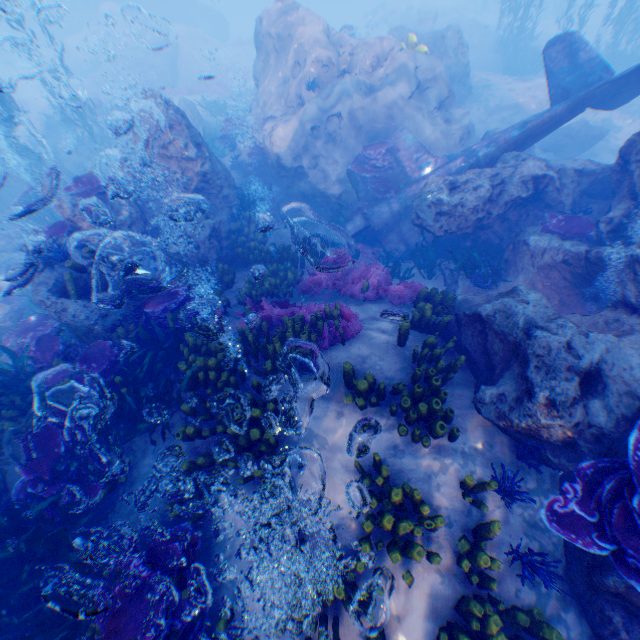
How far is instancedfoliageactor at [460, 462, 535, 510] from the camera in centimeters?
434cm

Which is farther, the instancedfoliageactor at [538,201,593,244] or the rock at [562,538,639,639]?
the instancedfoliageactor at [538,201,593,244]

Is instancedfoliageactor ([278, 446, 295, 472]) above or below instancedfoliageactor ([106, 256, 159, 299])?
below

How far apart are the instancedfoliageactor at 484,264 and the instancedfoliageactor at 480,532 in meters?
5.5 m

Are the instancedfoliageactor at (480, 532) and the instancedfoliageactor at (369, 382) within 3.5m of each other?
yes

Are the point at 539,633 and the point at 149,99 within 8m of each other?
no

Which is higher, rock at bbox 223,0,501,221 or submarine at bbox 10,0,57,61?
submarine at bbox 10,0,57,61

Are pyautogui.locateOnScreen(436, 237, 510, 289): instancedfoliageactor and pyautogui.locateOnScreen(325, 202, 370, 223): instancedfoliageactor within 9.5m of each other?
yes
